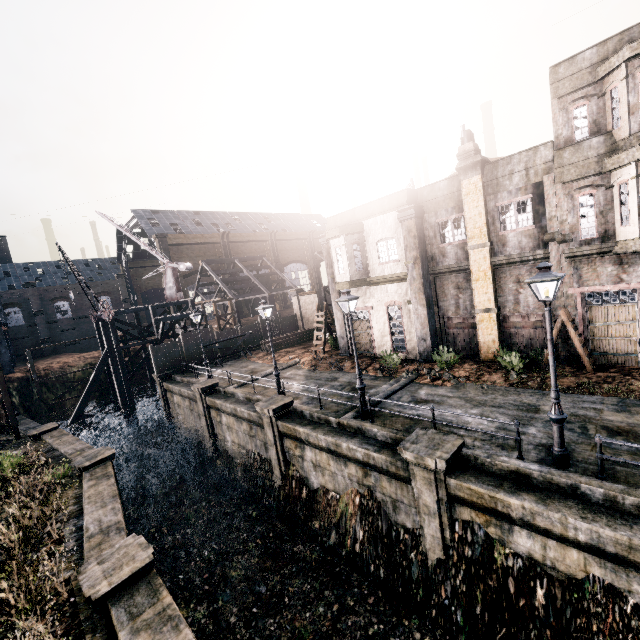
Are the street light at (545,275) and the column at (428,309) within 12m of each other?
yes

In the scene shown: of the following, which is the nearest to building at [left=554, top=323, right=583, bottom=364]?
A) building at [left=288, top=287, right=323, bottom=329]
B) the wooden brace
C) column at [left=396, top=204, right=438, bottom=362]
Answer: column at [left=396, top=204, right=438, bottom=362]

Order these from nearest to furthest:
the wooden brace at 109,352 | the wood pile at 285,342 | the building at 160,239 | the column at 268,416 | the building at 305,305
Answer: the column at 268,416
the wooden brace at 109,352
the wood pile at 285,342
the building at 305,305
the building at 160,239

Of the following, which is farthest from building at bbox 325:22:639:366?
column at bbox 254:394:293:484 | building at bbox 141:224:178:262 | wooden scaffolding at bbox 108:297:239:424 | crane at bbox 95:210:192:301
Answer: building at bbox 141:224:178:262

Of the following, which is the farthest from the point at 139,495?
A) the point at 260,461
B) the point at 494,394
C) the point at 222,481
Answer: the point at 494,394

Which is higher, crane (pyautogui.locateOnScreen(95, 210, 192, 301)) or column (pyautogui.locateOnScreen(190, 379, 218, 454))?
crane (pyautogui.locateOnScreen(95, 210, 192, 301))

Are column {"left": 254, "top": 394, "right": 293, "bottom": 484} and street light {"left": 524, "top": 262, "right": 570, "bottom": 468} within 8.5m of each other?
no

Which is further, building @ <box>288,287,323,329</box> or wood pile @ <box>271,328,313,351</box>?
building @ <box>288,287,323,329</box>
